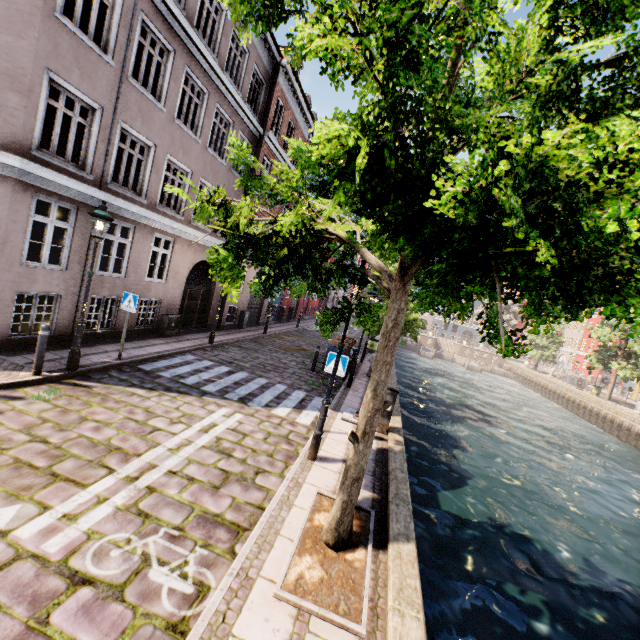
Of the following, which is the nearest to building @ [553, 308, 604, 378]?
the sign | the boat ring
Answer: the sign

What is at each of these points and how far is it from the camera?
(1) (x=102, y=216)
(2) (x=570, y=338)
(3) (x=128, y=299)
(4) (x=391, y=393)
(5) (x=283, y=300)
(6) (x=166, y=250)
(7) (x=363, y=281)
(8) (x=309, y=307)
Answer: (1) street light, 7.0 meters
(2) building, 55.3 meters
(3) sign, 8.7 meters
(4) electrical box, 8.4 meters
(5) building, 27.1 meters
(6) building, 12.3 meters
(7) street light, 5.9 meters
(8) building, 37.7 meters

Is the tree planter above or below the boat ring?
below

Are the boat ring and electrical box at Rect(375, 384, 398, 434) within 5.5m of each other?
yes

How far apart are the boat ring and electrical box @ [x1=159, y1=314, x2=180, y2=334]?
8.0 meters

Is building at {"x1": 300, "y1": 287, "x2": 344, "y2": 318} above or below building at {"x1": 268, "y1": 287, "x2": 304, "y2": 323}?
below

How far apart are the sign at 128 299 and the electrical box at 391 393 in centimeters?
698cm

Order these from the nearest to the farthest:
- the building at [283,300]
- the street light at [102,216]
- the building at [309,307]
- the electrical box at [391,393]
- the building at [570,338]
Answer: the street light at [102,216]
the electrical box at [391,393]
the building at [283,300]
the building at [309,307]
the building at [570,338]
